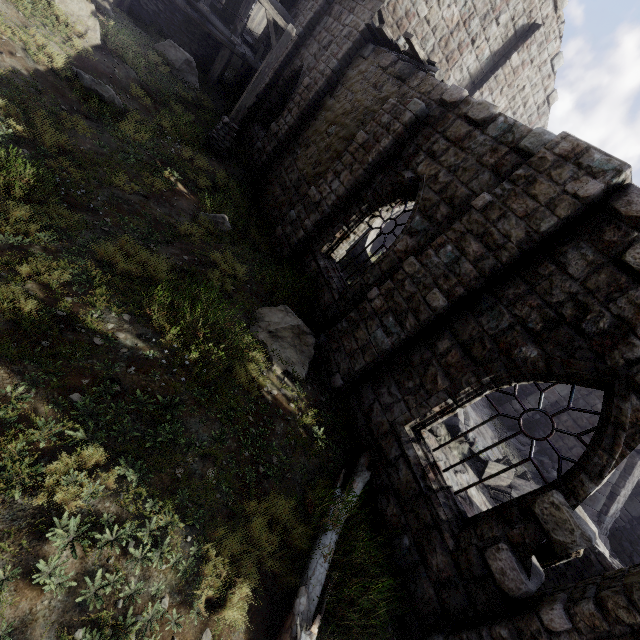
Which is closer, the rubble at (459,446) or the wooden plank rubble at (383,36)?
the wooden plank rubble at (383,36)

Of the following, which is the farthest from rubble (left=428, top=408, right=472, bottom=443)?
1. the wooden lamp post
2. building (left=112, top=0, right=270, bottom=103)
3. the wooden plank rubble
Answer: the wooden lamp post

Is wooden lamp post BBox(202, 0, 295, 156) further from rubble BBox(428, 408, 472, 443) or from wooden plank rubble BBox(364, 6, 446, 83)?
rubble BBox(428, 408, 472, 443)

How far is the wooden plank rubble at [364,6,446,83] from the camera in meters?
8.2

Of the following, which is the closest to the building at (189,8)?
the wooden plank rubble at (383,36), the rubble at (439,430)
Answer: the wooden plank rubble at (383,36)

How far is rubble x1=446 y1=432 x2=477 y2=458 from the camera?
9.7 meters

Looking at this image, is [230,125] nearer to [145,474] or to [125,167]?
[125,167]
